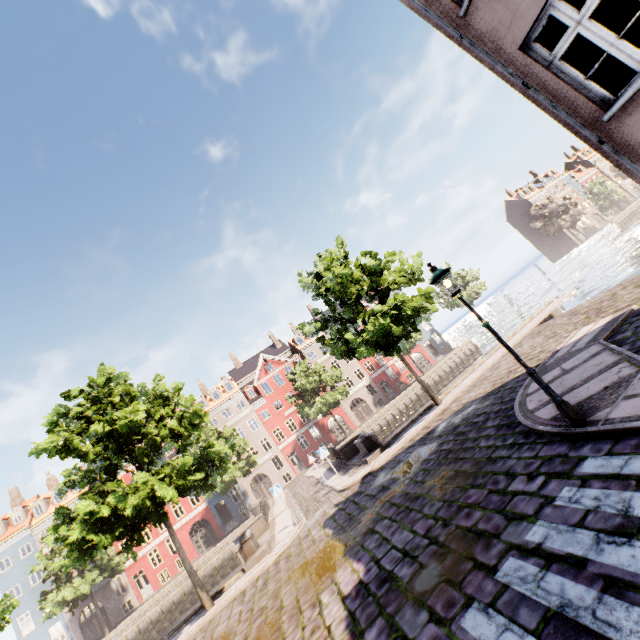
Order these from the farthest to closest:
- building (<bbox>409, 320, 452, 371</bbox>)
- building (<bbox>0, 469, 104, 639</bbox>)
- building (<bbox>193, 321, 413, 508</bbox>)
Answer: building (<bbox>409, 320, 452, 371</bbox>) < building (<bbox>193, 321, 413, 508</bbox>) < building (<bbox>0, 469, 104, 639</bbox>)

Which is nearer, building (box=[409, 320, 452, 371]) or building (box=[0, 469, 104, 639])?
building (box=[0, 469, 104, 639])

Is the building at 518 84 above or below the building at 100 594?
above

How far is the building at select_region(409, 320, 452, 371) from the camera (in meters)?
48.91

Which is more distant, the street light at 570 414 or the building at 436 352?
the building at 436 352

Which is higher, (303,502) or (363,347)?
(363,347)
